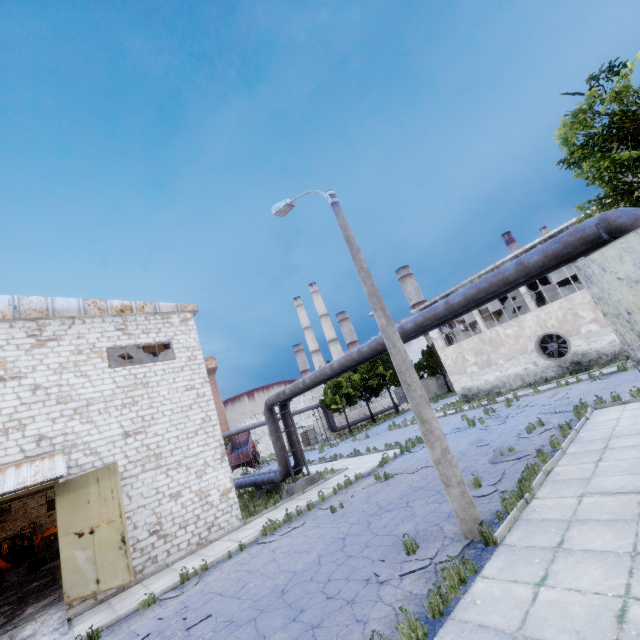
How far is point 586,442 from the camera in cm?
956

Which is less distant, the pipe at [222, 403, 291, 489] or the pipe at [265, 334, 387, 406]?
the pipe at [265, 334, 387, 406]

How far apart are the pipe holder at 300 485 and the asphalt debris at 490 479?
9.7m

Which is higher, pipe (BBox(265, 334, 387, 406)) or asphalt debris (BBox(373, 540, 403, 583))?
pipe (BBox(265, 334, 387, 406))

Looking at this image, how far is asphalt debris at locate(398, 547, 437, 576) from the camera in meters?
6.1

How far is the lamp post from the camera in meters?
6.6

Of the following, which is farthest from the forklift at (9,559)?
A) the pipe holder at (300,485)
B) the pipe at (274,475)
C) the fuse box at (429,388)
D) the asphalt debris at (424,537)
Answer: the fuse box at (429,388)

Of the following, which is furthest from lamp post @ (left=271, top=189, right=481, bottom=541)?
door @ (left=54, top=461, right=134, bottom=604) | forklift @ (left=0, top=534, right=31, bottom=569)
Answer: forklift @ (left=0, top=534, right=31, bottom=569)
